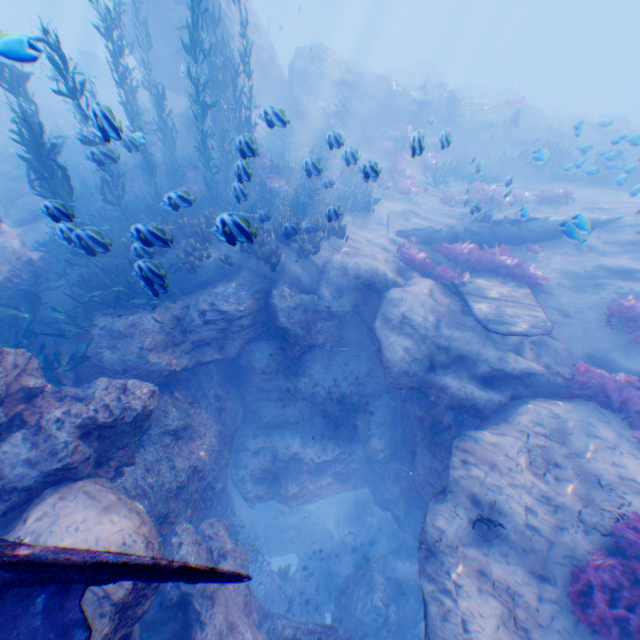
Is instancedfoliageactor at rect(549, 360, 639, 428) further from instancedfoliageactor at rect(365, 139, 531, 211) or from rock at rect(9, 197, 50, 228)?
instancedfoliageactor at rect(365, 139, 531, 211)

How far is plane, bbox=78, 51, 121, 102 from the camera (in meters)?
28.73

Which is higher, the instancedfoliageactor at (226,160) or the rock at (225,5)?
the rock at (225,5)

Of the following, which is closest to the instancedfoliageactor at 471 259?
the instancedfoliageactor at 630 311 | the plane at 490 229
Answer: the plane at 490 229

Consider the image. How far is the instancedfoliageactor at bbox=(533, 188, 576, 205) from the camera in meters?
14.4 m

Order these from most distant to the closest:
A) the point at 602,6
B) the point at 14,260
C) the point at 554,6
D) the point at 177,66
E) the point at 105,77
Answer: the point at 554,6 → the point at 602,6 → the point at 105,77 → the point at 177,66 → the point at 14,260

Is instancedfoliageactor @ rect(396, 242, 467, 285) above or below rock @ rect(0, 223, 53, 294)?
below

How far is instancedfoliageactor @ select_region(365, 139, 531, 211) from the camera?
15.23m
